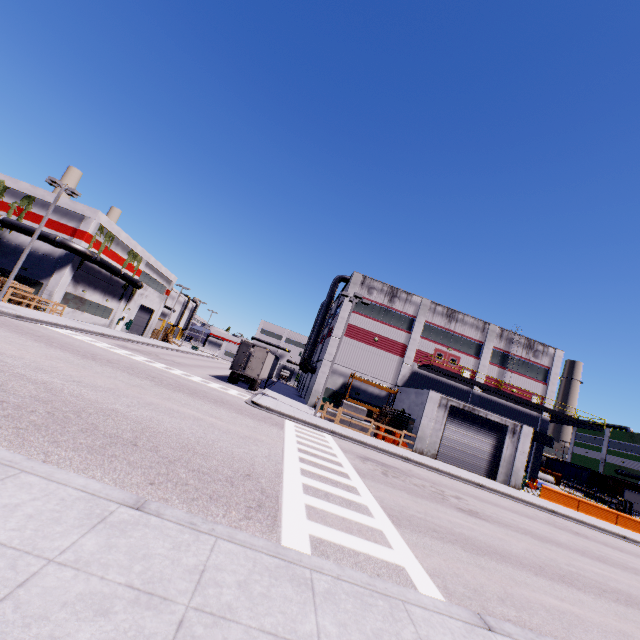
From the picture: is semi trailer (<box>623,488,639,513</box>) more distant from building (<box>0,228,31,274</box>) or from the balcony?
the balcony

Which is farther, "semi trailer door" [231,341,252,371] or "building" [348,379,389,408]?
"building" [348,379,389,408]

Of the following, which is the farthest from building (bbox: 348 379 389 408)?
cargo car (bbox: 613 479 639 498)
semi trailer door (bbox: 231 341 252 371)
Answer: semi trailer door (bbox: 231 341 252 371)

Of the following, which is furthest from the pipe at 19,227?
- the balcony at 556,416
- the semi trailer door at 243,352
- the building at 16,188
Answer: the balcony at 556,416

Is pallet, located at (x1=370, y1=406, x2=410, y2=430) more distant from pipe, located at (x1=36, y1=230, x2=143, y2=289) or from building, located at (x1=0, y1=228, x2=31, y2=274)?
pipe, located at (x1=36, y1=230, x2=143, y2=289)

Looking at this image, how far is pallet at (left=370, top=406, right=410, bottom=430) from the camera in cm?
2648

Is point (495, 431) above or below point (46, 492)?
above

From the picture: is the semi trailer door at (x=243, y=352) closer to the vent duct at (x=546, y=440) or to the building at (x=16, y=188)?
the building at (x=16, y=188)
